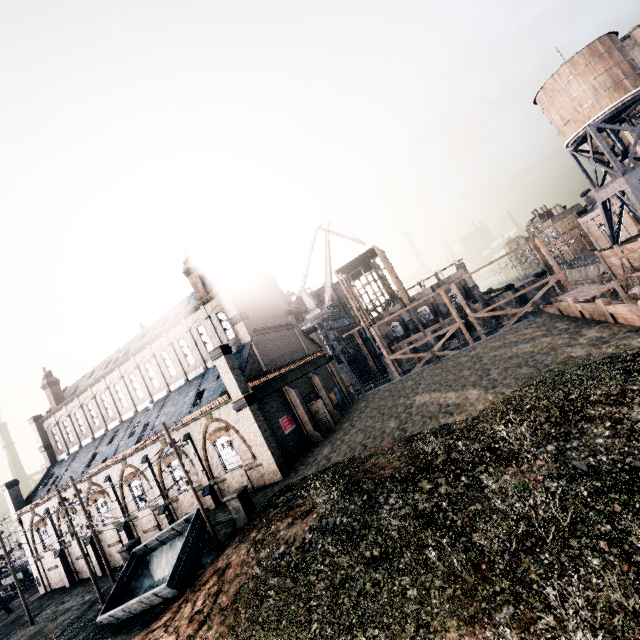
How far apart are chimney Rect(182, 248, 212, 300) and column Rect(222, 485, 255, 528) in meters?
19.2

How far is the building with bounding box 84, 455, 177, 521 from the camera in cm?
2920

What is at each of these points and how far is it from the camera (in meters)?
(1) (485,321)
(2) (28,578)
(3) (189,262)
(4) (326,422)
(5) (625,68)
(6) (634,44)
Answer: (1) building, 51.31
(2) rail car, 45.19
(3) chimney, 33.69
(4) door, 32.56
(5) water tower, 31.62
(6) building, 48.22

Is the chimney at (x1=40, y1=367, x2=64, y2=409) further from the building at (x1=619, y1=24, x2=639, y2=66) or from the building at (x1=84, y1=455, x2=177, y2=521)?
the building at (x1=619, y1=24, x2=639, y2=66)

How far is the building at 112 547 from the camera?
28.24m

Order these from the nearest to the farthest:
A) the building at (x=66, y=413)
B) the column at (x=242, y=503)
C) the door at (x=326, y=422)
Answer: the column at (x=242, y=503)
the building at (x=66, y=413)
the door at (x=326, y=422)

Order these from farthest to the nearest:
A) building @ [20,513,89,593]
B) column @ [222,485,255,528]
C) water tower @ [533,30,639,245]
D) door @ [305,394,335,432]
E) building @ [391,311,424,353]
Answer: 1. building @ [391,311,424,353]
2. building @ [20,513,89,593]
3. door @ [305,394,335,432]
4. water tower @ [533,30,639,245]
5. column @ [222,485,255,528]

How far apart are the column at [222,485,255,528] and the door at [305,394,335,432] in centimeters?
1262cm
